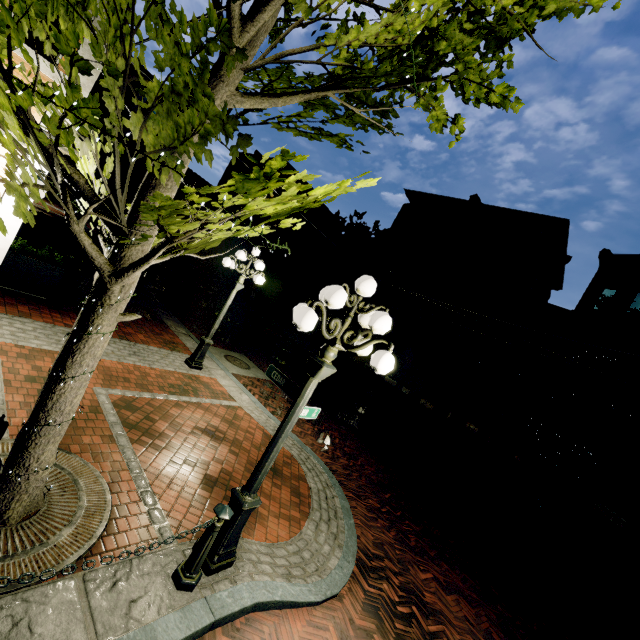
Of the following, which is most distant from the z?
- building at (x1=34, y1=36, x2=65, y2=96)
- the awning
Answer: building at (x1=34, y1=36, x2=65, y2=96)

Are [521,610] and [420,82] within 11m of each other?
yes

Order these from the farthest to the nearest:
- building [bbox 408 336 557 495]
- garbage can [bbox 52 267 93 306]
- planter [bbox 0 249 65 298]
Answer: building [bbox 408 336 557 495] → garbage can [bbox 52 267 93 306] → planter [bbox 0 249 65 298]

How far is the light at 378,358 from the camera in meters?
3.2

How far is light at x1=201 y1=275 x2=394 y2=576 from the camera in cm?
317

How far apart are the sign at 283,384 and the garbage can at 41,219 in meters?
14.2

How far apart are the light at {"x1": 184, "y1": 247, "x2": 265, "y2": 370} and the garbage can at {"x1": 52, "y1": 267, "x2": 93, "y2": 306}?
3.00m

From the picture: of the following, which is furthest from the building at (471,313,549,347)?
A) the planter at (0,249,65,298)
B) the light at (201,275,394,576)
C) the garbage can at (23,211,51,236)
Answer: the planter at (0,249,65,298)
